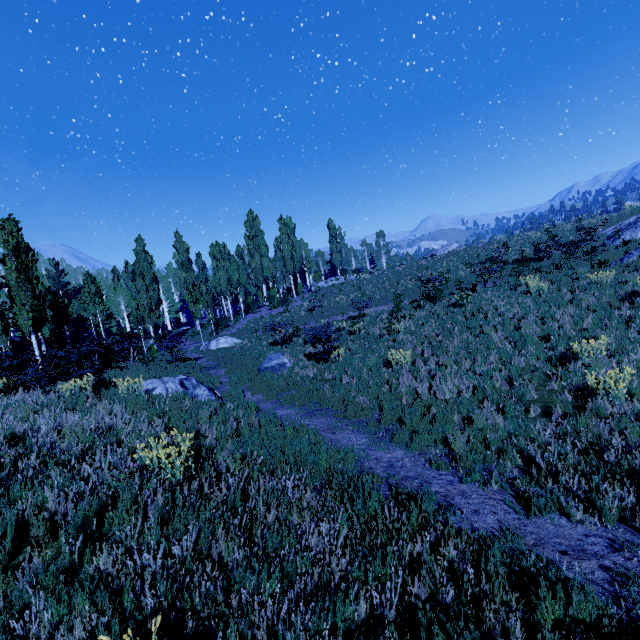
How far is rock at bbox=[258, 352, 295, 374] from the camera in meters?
14.4 m

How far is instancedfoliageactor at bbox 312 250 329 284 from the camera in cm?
3759

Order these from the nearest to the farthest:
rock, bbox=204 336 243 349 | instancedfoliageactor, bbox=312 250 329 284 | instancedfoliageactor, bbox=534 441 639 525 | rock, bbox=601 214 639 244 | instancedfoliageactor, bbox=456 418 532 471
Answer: instancedfoliageactor, bbox=534 441 639 525 < instancedfoliageactor, bbox=456 418 532 471 < rock, bbox=601 214 639 244 < rock, bbox=204 336 243 349 < instancedfoliageactor, bbox=312 250 329 284

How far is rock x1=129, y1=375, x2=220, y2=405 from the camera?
9.4m

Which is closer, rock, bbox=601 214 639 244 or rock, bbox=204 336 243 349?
rock, bbox=601 214 639 244

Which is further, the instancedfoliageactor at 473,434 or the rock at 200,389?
the rock at 200,389

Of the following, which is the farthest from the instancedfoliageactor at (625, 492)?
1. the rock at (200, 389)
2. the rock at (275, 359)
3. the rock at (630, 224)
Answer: the rock at (630, 224)

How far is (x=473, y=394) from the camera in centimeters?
867cm
